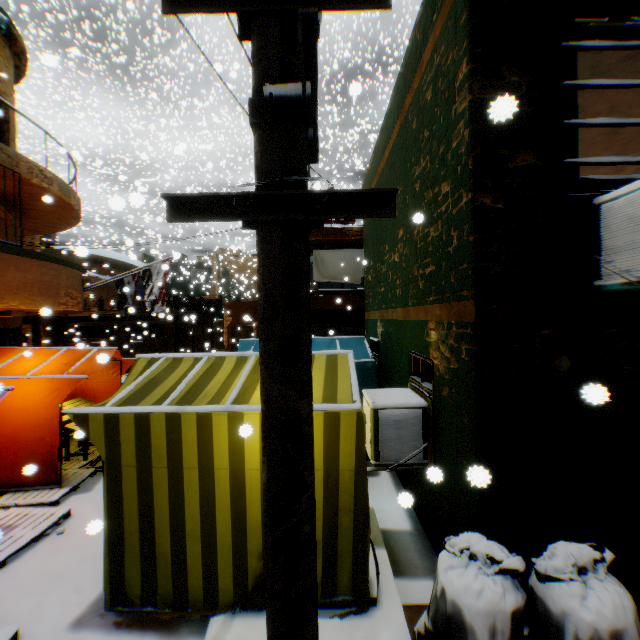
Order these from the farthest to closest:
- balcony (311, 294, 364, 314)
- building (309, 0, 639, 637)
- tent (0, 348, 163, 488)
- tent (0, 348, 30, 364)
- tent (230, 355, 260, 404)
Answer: balcony (311, 294, 364, 314) < tent (0, 348, 30, 364) < tent (0, 348, 163, 488) < tent (230, 355, 260, 404) < building (309, 0, 639, 637)

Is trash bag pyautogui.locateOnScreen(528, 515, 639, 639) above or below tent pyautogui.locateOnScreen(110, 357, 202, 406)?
below

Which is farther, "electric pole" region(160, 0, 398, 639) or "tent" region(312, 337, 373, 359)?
"tent" region(312, 337, 373, 359)

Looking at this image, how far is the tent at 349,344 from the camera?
7.1m

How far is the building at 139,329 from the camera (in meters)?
19.98

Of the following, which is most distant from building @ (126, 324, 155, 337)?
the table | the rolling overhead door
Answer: the table

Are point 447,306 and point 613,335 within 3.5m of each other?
yes
